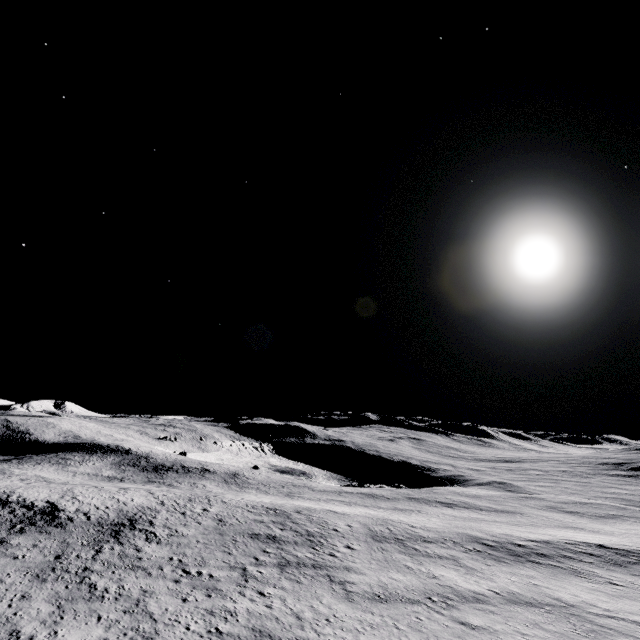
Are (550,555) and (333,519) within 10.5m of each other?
no
